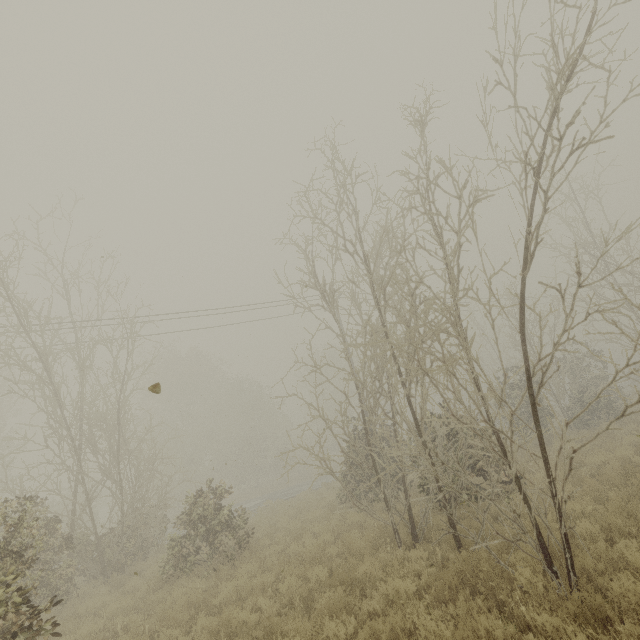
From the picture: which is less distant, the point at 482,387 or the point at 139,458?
the point at 139,458
